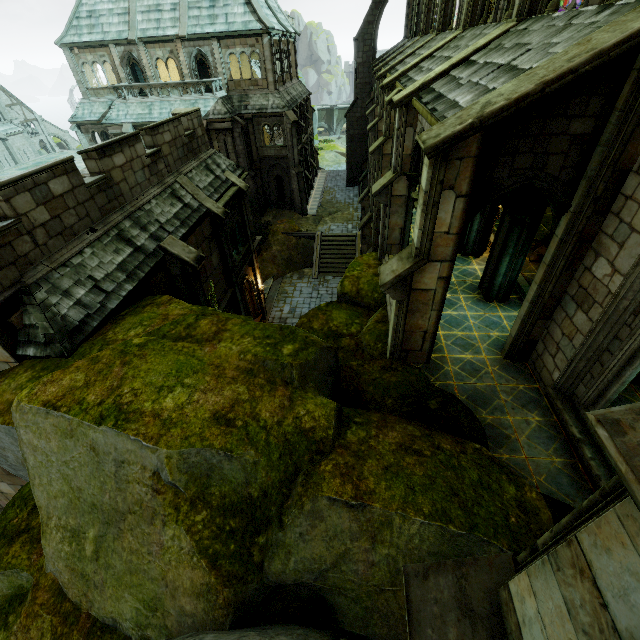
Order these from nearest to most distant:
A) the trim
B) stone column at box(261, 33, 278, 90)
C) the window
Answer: the window
the trim
stone column at box(261, 33, 278, 90)

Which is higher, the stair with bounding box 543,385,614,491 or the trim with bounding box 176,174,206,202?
the trim with bounding box 176,174,206,202

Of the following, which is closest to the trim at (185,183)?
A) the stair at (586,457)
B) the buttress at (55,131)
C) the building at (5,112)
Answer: the stair at (586,457)

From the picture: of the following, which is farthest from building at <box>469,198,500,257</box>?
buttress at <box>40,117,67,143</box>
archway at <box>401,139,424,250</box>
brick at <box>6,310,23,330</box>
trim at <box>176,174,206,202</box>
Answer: buttress at <box>40,117,67,143</box>

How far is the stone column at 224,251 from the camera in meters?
15.7 m

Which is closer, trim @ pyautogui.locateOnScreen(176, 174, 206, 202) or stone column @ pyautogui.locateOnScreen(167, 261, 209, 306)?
stone column @ pyautogui.locateOnScreen(167, 261, 209, 306)

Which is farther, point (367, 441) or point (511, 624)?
point (367, 441)

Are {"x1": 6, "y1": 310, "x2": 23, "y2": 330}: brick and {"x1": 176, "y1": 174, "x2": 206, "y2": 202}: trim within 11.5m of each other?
yes
